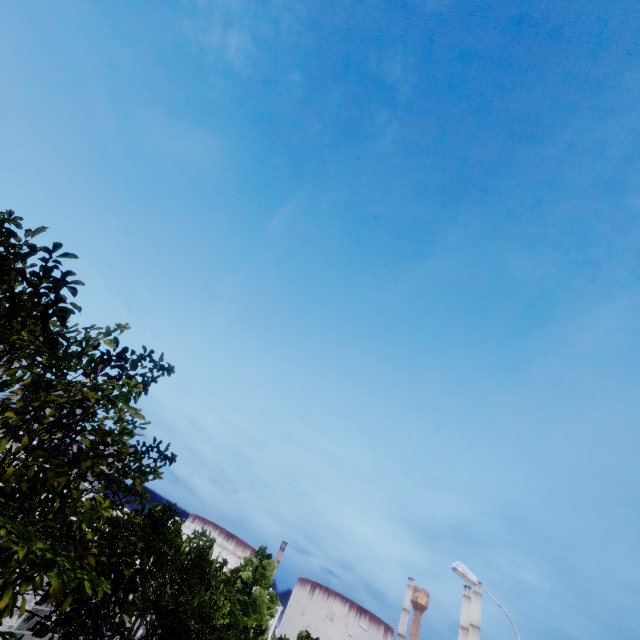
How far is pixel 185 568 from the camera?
11.6m
